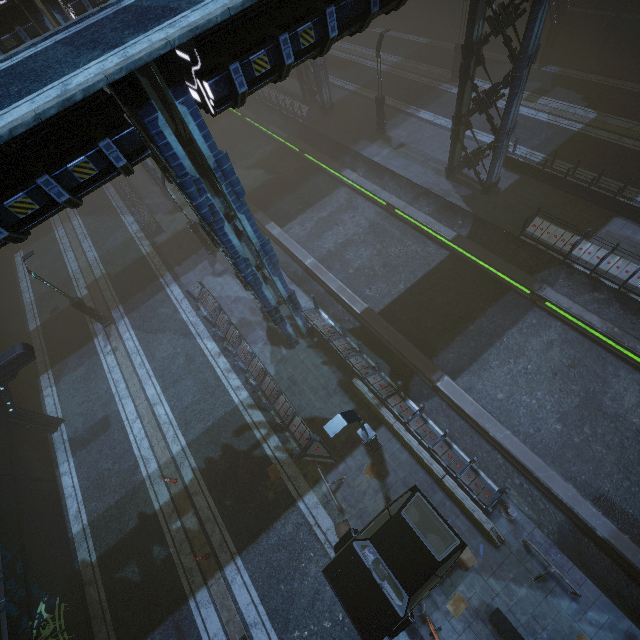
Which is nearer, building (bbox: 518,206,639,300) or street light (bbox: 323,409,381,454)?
street light (bbox: 323,409,381,454)

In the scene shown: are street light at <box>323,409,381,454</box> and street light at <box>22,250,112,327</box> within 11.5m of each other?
no

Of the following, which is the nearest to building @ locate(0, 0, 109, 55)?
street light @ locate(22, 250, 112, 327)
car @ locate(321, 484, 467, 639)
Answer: car @ locate(321, 484, 467, 639)

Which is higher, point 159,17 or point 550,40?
point 159,17

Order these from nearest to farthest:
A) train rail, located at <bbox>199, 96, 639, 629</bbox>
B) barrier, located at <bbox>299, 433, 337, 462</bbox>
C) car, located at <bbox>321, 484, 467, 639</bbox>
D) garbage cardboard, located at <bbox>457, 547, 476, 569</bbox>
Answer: car, located at <bbox>321, 484, 467, 639</bbox> < garbage cardboard, located at <bbox>457, 547, 476, 569</bbox> < train rail, located at <bbox>199, 96, 639, 629</bbox> < barrier, located at <bbox>299, 433, 337, 462</bbox>

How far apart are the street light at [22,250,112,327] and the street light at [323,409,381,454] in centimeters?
1631cm

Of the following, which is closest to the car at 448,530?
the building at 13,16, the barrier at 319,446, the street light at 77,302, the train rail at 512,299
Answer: the barrier at 319,446

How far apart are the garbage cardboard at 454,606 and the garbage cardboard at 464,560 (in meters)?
0.65
